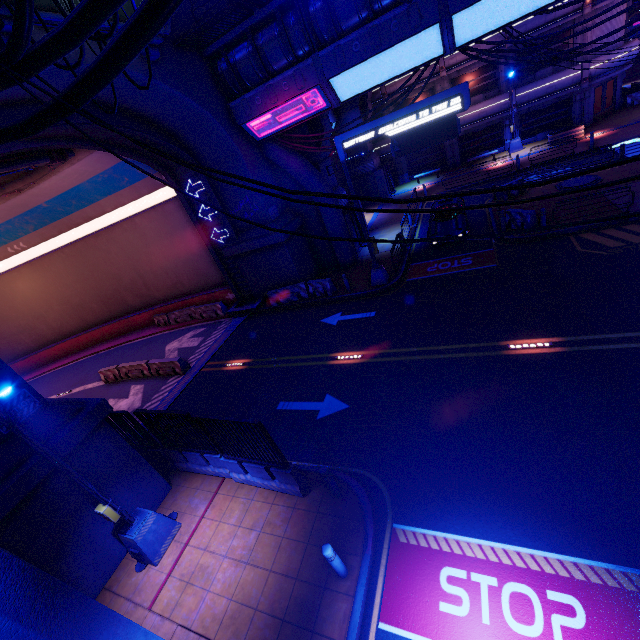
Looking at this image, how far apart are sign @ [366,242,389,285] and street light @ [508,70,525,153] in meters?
20.6 m

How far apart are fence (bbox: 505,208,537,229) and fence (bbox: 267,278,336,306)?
11.1 meters

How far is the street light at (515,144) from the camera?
25.7m

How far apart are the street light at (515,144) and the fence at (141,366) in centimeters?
3324cm

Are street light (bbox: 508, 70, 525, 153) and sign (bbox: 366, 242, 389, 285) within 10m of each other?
no

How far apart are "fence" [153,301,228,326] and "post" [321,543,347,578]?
19.34m

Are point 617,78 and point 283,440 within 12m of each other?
no

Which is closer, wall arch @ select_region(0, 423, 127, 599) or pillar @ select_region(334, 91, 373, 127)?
wall arch @ select_region(0, 423, 127, 599)
